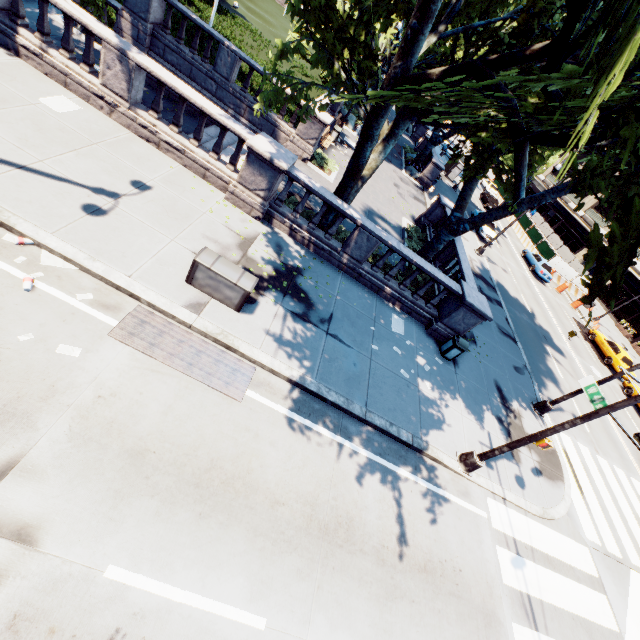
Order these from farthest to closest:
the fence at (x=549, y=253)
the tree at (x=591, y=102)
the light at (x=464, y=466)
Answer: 1. the fence at (x=549, y=253)
2. the light at (x=464, y=466)
3. the tree at (x=591, y=102)

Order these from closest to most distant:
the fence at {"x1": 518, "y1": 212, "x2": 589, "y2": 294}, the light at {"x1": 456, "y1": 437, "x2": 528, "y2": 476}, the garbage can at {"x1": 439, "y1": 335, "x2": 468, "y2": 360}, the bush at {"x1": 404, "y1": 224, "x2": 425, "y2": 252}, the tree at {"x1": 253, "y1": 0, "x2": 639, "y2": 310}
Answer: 1. the tree at {"x1": 253, "y1": 0, "x2": 639, "y2": 310}
2. the light at {"x1": 456, "y1": 437, "x2": 528, "y2": 476}
3. the garbage can at {"x1": 439, "y1": 335, "x2": 468, "y2": 360}
4. the bush at {"x1": 404, "y1": 224, "x2": 425, "y2": 252}
5. the fence at {"x1": 518, "y1": 212, "x2": 589, "y2": 294}

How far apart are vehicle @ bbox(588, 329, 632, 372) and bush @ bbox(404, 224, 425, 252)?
19.99m

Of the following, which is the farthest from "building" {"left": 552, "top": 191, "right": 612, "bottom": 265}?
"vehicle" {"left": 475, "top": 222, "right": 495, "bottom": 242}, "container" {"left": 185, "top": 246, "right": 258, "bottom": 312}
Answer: "container" {"left": 185, "top": 246, "right": 258, "bottom": 312}

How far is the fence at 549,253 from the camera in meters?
35.6 m

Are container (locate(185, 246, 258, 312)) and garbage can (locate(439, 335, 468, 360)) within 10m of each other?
yes

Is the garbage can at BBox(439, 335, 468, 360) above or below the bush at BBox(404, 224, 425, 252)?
above

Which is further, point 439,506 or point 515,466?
point 515,466
